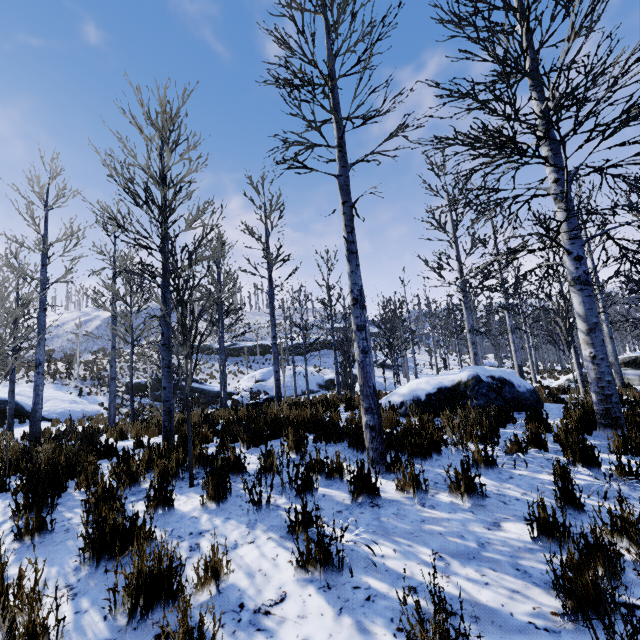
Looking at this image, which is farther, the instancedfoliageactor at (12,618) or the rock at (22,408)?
the rock at (22,408)

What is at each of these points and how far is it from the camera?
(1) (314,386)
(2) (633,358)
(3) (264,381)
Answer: (1) rock, 29.5 meters
(2) rock, 15.2 meters
(3) rock, 28.2 meters

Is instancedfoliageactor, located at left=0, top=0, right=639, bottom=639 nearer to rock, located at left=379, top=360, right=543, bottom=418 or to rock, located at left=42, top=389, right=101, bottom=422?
rock, located at left=379, top=360, right=543, bottom=418

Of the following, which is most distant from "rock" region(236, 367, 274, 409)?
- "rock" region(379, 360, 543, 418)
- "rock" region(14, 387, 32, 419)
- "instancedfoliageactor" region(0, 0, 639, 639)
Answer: "rock" region(379, 360, 543, 418)

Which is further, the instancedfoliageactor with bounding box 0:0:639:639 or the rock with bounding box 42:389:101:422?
the rock with bounding box 42:389:101:422

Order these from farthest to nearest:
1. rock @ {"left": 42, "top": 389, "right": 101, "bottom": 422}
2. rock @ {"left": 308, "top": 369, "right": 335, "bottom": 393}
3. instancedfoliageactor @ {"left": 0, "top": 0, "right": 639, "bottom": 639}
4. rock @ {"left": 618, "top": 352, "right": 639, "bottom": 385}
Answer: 1. rock @ {"left": 308, "top": 369, "right": 335, "bottom": 393}
2. rock @ {"left": 42, "top": 389, "right": 101, "bottom": 422}
3. rock @ {"left": 618, "top": 352, "right": 639, "bottom": 385}
4. instancedfoliageactor @ {"left": 0, "top": 0, "right": 639, "bottom": 639}

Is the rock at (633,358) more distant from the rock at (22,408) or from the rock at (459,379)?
the rock at (22,408)
